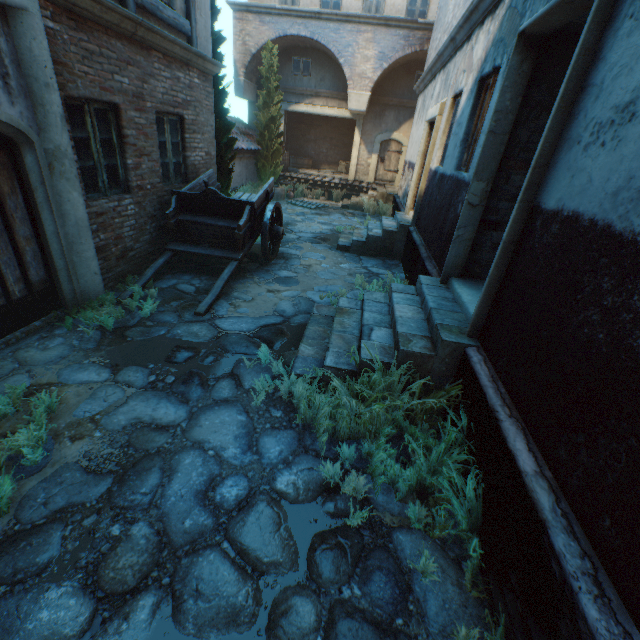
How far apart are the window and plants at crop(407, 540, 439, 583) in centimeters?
1986cm

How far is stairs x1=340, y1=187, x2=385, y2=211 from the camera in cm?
1487

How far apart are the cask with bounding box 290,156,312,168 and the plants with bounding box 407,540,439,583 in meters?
20.5

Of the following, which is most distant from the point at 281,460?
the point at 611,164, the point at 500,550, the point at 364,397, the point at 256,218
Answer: the point at 256,218

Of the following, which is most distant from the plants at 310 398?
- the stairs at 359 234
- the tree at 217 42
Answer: the tree at 217 42

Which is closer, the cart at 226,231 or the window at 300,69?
the cart at 226,231

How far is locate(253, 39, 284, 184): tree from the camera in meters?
13.6 m
